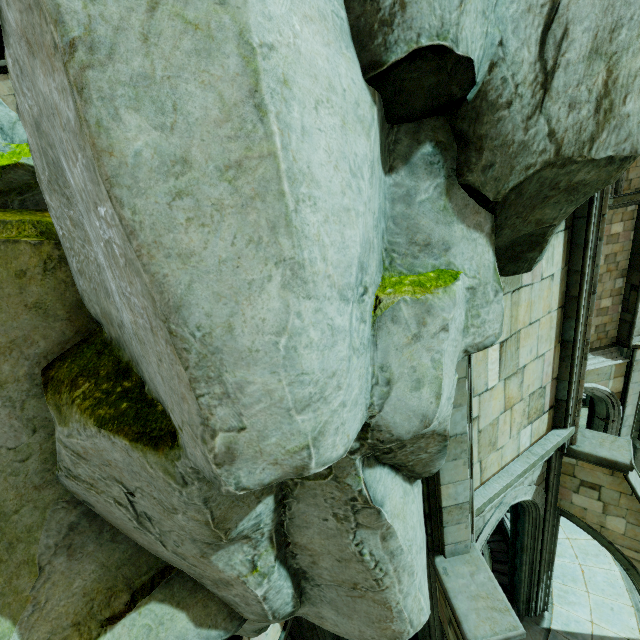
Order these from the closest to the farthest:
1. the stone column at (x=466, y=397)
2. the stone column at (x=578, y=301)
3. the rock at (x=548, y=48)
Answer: the rock at (x=548, y=48), the stone column at (x=466, y=397), the stone column at (x=578, y=301)

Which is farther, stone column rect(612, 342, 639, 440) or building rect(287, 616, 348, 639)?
stone column rect(612, 342, 639, 440)

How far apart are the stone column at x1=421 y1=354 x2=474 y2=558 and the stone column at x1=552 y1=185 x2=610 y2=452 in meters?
3.0 m

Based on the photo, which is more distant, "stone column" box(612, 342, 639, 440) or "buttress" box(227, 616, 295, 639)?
"stone column" box(612, 342, 639, 440)

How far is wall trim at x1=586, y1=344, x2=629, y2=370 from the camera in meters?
11.2 m

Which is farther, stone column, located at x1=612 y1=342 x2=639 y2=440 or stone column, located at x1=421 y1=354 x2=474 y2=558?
stone column, located at x1=612 y1=342 x2=639 y2=440

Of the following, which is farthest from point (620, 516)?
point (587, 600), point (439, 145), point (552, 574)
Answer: point (439, 145)

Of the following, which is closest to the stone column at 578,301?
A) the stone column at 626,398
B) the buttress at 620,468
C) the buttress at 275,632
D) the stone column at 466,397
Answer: the buttress at 620,468
